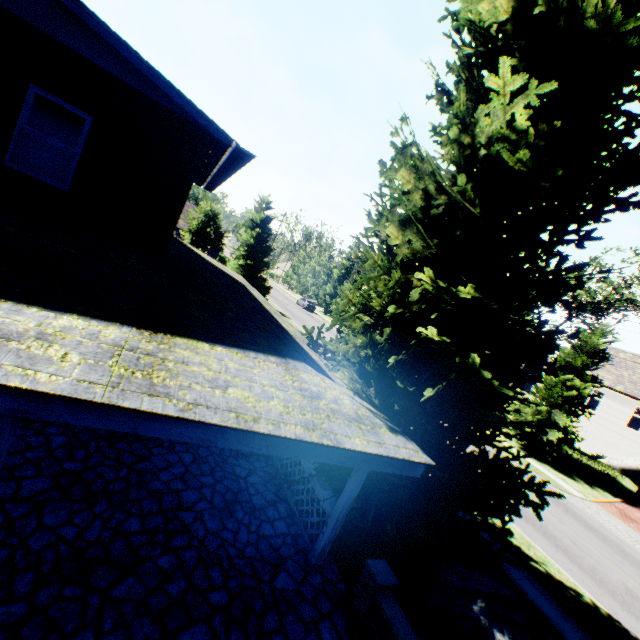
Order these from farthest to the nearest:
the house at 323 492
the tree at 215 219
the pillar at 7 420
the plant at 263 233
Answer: the tree at 215 219 → the plant at 263 233 → the house at 323 492 → the pillar at 7 420

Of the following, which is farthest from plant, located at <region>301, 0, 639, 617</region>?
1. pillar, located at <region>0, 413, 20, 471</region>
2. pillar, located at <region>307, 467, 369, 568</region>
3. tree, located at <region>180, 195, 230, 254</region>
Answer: pillar, located at <region>0, 413, 20, 471</region>

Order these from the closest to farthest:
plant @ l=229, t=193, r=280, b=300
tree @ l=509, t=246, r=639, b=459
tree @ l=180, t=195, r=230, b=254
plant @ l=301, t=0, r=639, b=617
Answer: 1. plant @ l=301, t=0, r=639, b=617
2. tree @ l=509, t=246, r=639, b=459
3. plant @ l=229, t=193, r=280, b=300
4. tree @ l=180, t=195, r=230, b=254

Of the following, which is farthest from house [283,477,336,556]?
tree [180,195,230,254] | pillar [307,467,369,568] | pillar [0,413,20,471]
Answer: tree [180,195,230,254]

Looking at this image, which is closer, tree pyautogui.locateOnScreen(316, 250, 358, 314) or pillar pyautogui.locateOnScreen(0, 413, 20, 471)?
pillar pyautogui.locateOnScreen(0, 413, 20, 471)

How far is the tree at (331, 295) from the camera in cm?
5242

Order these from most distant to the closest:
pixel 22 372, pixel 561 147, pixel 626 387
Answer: pixel 626 387
pixel 561 147
pixel 22 372

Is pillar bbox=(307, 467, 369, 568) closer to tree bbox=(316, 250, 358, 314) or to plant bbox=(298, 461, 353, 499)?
A: plant bbox=(298, 461, 353, 499)
